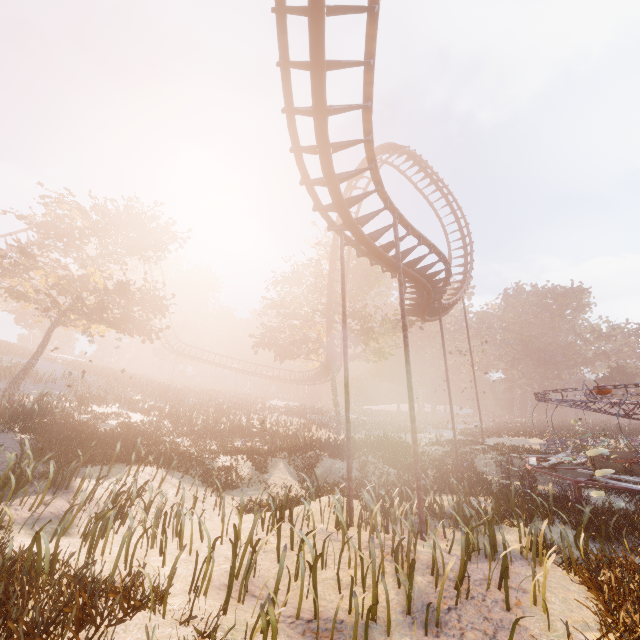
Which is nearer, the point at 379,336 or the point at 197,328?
the point at 379,336

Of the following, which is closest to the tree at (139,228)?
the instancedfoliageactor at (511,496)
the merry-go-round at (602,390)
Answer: the instancedfoliageactor at (511,496)

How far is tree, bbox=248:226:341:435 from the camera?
29.0 meters

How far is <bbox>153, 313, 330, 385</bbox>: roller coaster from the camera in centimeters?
4152cm

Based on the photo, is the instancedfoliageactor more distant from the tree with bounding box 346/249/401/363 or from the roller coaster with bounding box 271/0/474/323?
the tree with bounding box 346/249/401/363

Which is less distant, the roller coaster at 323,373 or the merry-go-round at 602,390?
the merry-go-round at 602,390

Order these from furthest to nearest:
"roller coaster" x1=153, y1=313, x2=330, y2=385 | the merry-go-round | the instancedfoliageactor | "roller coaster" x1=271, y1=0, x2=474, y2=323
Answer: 1. "roller coaster" x1=153, y1=313, x2=330, y2=385
2. the merry-go-round
3. "roller coaster" x1=271, y1=0, x2=474, y2=323
4. the instancedfoliageactor

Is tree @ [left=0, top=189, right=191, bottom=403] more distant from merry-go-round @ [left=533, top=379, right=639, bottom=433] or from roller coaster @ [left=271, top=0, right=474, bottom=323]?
merry-go-round @ [left=533, top=379, right=639, bottom=433]
